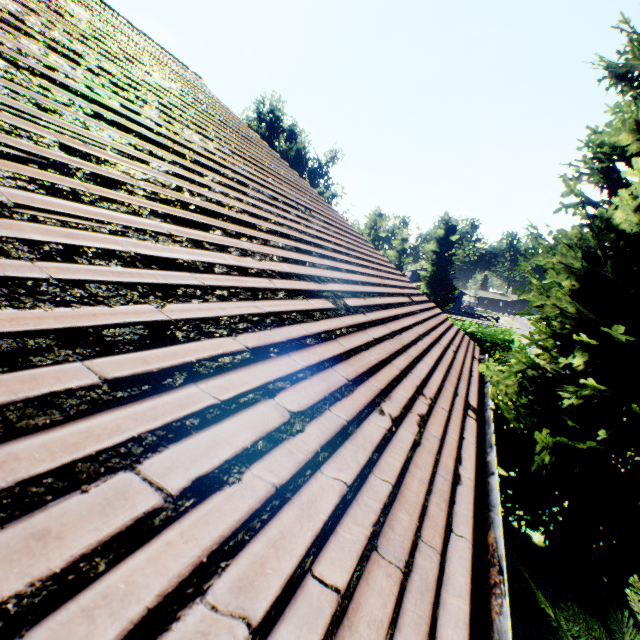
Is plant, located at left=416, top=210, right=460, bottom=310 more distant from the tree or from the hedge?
the hedge

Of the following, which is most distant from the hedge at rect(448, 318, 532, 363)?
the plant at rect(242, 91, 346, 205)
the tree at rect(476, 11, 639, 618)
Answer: the plant at rect(242, 91, 346, 205)

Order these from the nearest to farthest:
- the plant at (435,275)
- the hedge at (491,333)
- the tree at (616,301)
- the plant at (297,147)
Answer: the tree at (616,301)
the hedge at (491,333)
the plant at (297,147)
the plant at (435,275)

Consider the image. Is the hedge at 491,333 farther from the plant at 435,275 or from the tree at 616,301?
the plant at 435,275

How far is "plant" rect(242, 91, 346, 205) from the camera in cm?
4644

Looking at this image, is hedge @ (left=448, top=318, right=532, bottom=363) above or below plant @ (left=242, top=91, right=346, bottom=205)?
below

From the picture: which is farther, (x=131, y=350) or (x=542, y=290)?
(x=542, y=290)

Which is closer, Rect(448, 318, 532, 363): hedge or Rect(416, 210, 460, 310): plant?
Rect(448, 318, 532, 363): hedge
